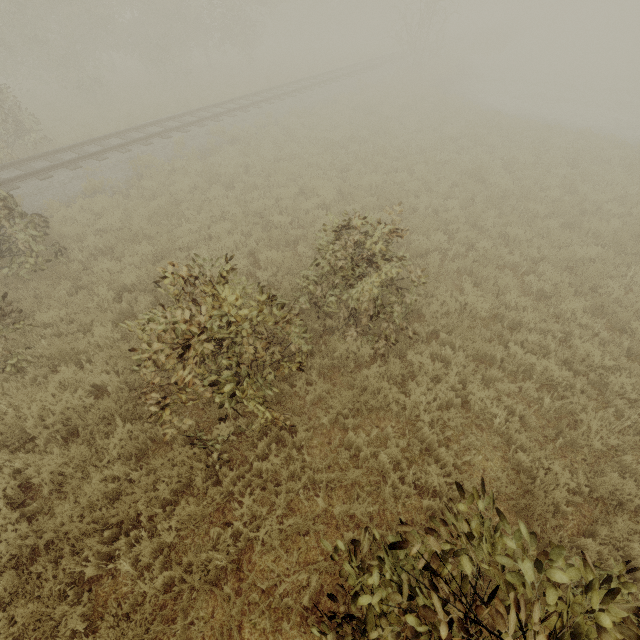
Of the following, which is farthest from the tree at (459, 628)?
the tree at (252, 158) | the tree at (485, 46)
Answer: the tree at (485, 46)

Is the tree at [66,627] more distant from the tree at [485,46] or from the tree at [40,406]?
the tree at [485,46]

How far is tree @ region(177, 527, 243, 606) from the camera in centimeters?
351cm

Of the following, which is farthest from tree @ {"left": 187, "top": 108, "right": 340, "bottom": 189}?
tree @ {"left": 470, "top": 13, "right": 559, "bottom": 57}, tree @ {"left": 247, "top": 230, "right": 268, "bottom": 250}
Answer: tree @ {"left": 470, "top": 13, "right": 559, "bottom": 57}

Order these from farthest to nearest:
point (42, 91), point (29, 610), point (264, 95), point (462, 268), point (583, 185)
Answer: point (42, 91) → point (264, 95) → point (583, 185) → point (462, 268) → point (29, 610)

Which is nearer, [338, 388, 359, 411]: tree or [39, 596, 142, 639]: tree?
[39, 596, 142, 639]: tree

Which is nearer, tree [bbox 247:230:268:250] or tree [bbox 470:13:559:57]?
tree [bbox 247:230:268:250]
